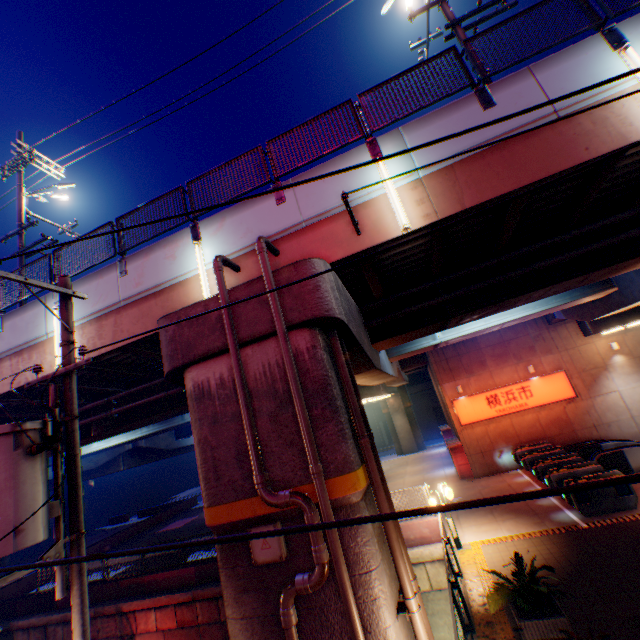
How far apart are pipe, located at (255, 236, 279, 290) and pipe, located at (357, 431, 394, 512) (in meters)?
0.88

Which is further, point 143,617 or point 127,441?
point 127,441

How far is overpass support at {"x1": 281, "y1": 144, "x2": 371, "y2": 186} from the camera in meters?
7.6 m

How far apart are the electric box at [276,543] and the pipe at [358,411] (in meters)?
1.79

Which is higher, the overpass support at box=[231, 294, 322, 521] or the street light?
the street light

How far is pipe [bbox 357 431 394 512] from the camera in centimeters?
580cm

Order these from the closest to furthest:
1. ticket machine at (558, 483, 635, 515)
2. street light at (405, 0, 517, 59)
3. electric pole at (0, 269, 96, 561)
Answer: electric pole at (0, 269, 96, 561) < street light at (405, 0, 517, 59) < ticket machine at (558, 483, 635, 515)

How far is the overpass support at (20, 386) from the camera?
9.41m
